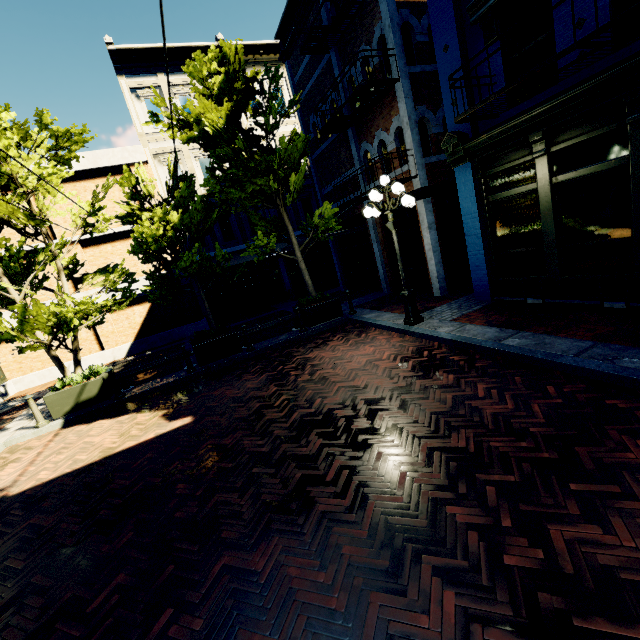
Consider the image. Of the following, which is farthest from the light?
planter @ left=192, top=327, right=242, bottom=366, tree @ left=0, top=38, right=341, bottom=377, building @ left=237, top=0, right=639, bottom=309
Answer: planter @ left=192, top=327, right=242, bottom=366

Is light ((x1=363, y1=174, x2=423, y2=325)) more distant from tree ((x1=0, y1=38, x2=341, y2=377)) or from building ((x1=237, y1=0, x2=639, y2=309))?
tree ((x1=0, y1=38, x2=341, y2=377))

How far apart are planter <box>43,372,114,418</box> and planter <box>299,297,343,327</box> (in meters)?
5.94

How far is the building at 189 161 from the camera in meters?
16.3 m

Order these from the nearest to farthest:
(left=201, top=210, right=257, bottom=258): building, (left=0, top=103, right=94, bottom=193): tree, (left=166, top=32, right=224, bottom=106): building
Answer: (left=0, top=103, right=94, bottom=193): tree < (left=166, top=32, right=224, bottom=106): building < (left=201, top=210, right=257, bottom=258): building

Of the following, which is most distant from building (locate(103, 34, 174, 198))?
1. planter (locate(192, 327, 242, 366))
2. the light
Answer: planter (locate(192, 327, 242, 366))

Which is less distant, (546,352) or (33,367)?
(546,352)

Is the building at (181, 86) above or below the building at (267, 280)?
above
